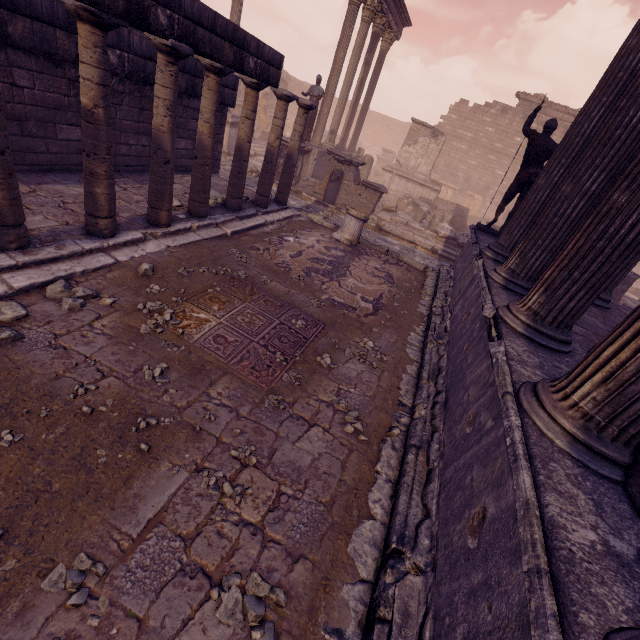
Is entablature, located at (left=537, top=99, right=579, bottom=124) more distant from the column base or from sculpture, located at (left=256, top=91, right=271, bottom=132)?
the column base

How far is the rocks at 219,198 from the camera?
7.2 meters

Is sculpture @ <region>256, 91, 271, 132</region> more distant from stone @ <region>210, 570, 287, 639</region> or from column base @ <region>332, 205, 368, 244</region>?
stone @ <region>210, 570, 287, 639</region>

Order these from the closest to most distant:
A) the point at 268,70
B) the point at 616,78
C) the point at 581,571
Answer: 1. the point at 581,571
2. the point at 616,78
3. the point at 268,70

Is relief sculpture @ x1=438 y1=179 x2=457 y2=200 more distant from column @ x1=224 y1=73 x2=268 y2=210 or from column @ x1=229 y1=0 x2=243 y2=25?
column @ x1=224 y1=73 x2=268 y2=210

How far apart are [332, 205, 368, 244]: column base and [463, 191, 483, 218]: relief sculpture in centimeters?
1885cm

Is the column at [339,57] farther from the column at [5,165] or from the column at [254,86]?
the column at [5,165]

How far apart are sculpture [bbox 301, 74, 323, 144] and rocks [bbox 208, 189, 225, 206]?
6.6m
